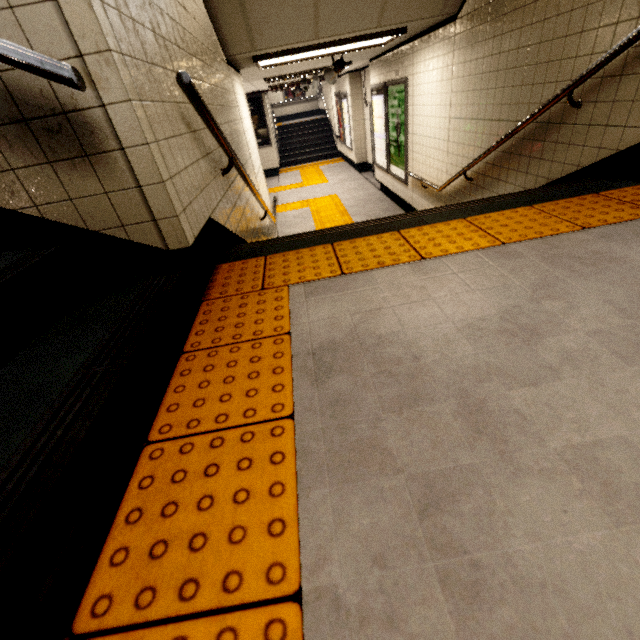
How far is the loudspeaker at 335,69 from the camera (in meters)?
5.46

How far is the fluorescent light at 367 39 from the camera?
4.1 meters

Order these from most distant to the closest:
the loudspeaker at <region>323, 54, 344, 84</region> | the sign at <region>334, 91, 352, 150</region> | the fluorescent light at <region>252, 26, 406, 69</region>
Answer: the sign at <region>334, 91, 352, 150</region> → the loudspeaker at <region>323, 54, 344, 84</region> → the fluorescent light at <region>252, 26, 406, 69</region>

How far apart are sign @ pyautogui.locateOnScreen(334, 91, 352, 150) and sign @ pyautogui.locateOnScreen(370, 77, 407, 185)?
4.78m

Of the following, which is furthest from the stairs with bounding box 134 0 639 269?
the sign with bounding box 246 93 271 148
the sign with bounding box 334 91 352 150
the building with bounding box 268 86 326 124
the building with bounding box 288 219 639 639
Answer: the building with bounding box 268 86 326 124

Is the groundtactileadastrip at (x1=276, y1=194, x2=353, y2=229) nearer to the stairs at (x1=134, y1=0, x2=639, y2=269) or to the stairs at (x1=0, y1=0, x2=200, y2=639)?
Result: the stairs at (x1=134, y1=0, x2=639, y2=269)

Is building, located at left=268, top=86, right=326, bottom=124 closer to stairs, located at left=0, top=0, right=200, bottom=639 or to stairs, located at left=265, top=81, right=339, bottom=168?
stairs, located at left=265, top=81, right=339, bottom=168

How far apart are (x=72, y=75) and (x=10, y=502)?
1.2m
